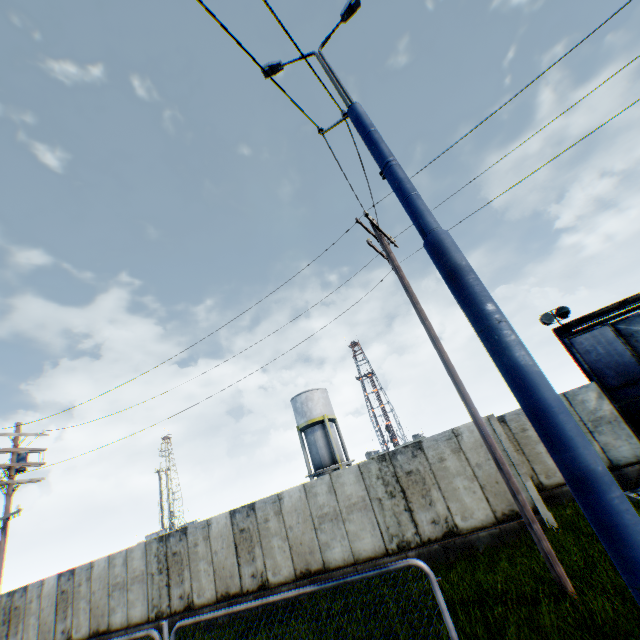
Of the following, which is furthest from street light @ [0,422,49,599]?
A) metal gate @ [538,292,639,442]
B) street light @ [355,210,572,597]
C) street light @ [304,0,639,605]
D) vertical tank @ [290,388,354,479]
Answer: metal gate @ [538,292,639,442]

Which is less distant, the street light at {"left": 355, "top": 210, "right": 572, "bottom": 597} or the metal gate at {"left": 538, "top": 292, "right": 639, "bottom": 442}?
the street light at {"left": 355, "top": 210, "right": 572, "bottom": 597}

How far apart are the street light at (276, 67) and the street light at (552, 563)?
3.73m

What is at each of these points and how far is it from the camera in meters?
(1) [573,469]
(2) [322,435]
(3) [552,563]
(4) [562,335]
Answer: (1) street light, 2.4 m
(2) vertical tank, 31.5 m
(3) street light, 5.9 m
(4) metal gate, 13.5 m

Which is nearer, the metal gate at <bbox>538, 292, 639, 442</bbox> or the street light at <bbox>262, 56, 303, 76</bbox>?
the street light at <bbox>262, 56, 303, 76</bbox>

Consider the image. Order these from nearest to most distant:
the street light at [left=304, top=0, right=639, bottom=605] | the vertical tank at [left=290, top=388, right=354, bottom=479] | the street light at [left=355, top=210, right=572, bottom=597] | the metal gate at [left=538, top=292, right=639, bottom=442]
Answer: the street light at [left=304, top=0, right=639, bottom=605], the street light at [left=355, top=210, right=572, bottom=597], the metal gate at [left=538, top=292, right=639, bottom=442], the vertical tank at [left=290, top=388, right=354, bottom=479]

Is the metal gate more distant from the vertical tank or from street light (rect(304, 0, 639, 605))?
the vertical tank

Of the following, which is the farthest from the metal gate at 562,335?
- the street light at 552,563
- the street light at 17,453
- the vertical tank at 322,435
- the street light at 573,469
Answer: the street light at 17,453
